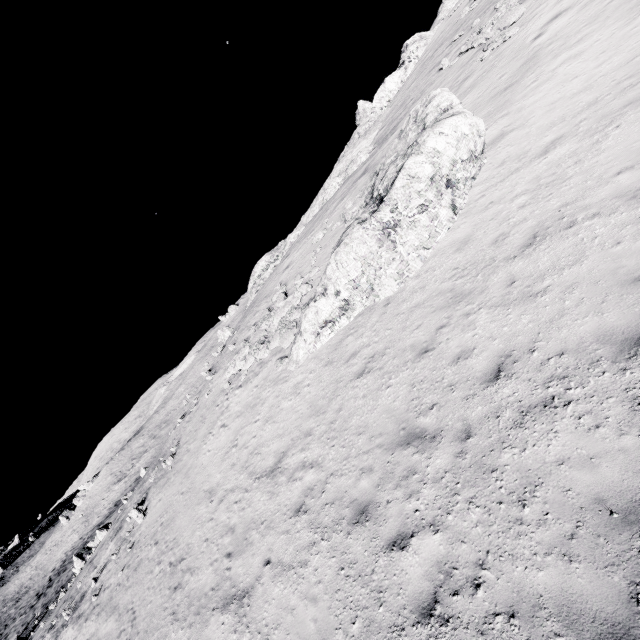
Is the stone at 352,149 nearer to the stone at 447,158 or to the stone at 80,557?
the stone at 447,158

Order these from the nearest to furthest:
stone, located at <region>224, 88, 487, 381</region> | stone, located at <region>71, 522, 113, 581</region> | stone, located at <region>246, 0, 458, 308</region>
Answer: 1. stone, located at <region>224, 88, 487, 381</region>
2. stone, located at <region>246, 0, 458, 308</region>
3. stone, located at <region>71, 522, 113, 581</region>

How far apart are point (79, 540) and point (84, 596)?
58.70m

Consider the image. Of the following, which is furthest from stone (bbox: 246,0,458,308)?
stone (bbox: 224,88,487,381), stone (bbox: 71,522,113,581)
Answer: stone (bbox: 71,522,113,581)

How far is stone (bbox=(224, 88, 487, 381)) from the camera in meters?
11.2

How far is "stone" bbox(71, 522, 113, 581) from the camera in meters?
28.8 m

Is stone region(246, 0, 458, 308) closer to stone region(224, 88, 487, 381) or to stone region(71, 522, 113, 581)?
stone region(224, 88, 487, 381)

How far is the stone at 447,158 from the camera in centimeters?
1122cm
